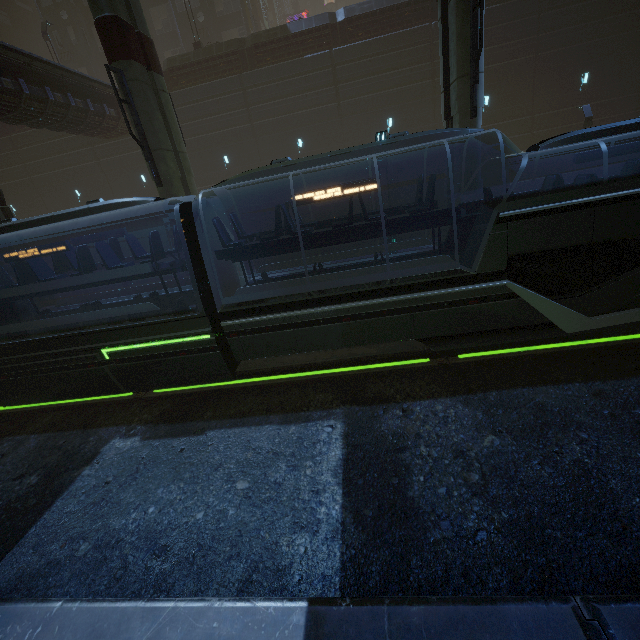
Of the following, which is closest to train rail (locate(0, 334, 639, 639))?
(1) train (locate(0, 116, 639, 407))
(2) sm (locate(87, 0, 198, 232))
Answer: (1) train (locate(0, 116, 639, 407))

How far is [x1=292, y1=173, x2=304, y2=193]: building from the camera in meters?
22.9

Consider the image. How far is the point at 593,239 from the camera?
6.6 meters

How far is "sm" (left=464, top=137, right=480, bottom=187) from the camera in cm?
1013

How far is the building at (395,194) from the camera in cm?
2005

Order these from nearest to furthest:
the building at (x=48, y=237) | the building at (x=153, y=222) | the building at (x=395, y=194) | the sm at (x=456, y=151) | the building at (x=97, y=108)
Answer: the sm at (x=456, y=151), the building at (x=48, y=237), the building at (x=97, y=108), the building at (x=395, y=194), the building at (x=153, y=222)

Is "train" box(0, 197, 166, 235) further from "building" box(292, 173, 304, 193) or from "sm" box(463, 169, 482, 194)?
"sm" box(463, 169, 482, 194)

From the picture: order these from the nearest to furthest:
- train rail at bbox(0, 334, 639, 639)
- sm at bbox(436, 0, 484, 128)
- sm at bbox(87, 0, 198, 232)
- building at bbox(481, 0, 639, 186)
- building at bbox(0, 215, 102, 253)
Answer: train rail at bbox(0, 334, 639, 639), sm at bbox(436, 0, 484, 128), sm at bbox(87, 0, 198, 232), building at bbox(0, 215, 102, 253), building at bbox(481, 0, 639, 186)
